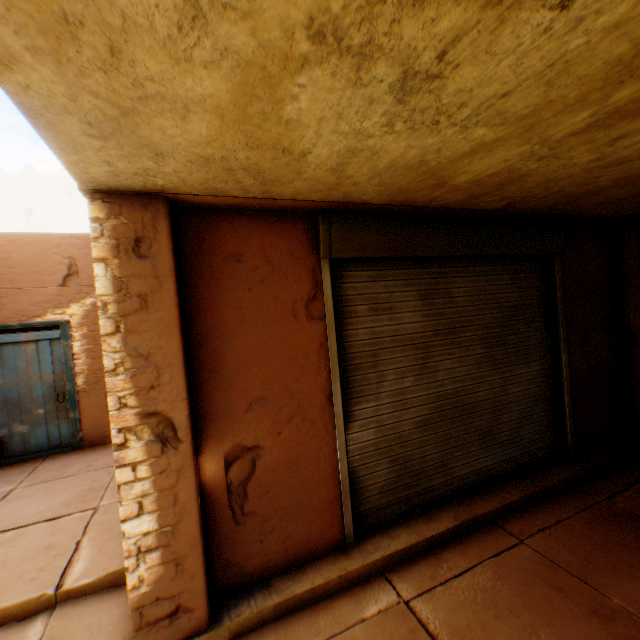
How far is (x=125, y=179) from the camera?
2.0m

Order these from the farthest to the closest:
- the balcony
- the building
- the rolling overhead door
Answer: the rolling overhead door, the building, the balcony

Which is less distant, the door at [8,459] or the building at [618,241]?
the building at [618,241]

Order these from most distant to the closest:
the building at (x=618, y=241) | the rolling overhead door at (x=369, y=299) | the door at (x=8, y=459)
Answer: the door at (x=8, y=459) < the rolling overhead door at (x=369, y=299) < the building at (x=618, y=241)

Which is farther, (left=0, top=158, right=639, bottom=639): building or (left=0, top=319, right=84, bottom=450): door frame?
(left=0, top=319, right=84, bottom=450): door frame

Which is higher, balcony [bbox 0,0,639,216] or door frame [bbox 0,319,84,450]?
balcony [bbox 0,0,639,216]

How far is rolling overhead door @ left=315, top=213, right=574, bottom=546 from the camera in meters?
3.1

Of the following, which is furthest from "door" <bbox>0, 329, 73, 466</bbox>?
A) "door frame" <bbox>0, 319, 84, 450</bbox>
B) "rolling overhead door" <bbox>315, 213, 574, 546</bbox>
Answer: "rolling overhead door" <bbox>315, 213, 574, 546</bbox>
